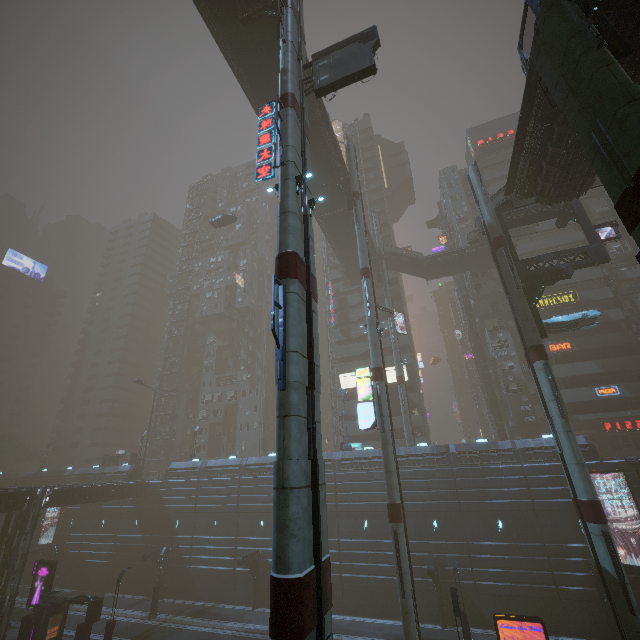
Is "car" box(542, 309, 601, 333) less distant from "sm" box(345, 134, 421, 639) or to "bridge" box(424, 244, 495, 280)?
"sm" box(345, 134, 421, 639)

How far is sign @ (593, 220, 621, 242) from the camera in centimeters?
2361cm

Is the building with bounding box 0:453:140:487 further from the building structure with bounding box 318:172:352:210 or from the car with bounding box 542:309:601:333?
the car with bounding box 542:309:601:333

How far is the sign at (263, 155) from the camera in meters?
13.9 m

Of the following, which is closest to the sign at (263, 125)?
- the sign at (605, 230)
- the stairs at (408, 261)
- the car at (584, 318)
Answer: the car at (584, 318)

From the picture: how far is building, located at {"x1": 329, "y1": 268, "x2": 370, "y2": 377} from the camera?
51.3m

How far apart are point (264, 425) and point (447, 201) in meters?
51.2

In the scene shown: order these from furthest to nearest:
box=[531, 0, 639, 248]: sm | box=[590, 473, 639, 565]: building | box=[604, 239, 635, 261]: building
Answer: box=[604, 239, 635, 261]: building → box=[590, 473, 639, 565]: building → box=[531, 0, 639, 248]: sm
